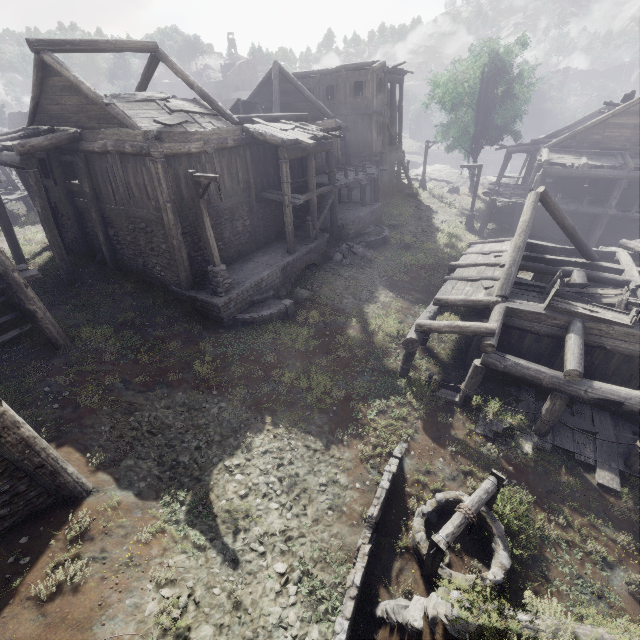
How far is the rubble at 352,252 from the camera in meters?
19.2 m

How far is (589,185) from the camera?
24.5 meters

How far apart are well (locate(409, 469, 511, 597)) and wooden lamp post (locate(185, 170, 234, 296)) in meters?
10.1

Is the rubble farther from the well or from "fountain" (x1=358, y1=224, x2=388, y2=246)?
the well

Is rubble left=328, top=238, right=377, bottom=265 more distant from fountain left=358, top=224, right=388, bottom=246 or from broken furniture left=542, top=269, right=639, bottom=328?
broken furniture left=542, top=269, right=639, bottom=328

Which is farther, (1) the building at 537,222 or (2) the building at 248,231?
(2) the building at 248,231

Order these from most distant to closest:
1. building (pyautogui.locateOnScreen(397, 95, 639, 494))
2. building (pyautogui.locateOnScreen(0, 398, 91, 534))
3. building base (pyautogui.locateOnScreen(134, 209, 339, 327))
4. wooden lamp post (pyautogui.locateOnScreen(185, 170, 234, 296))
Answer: building base (pyautogui.locateOnScreen(134, 209, 339, 327)) < wooden lamp post (pyautogui.locateOnScreen(185, 170, 234, 296)) < building (pyautogui.locateOnScreen(397, 95, 639, 494)) < building (pyautogui.locateOnScreen(0, 398, 91, 534))

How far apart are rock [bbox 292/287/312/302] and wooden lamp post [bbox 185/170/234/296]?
3.0 meters
